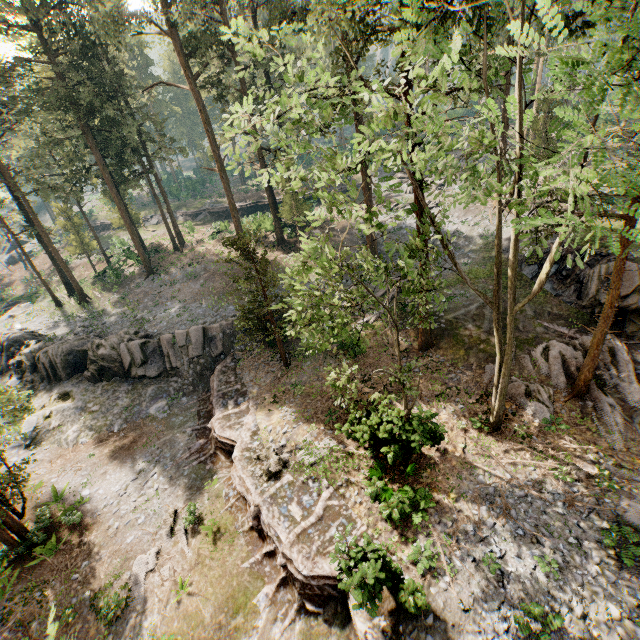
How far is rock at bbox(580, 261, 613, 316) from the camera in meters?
17.8

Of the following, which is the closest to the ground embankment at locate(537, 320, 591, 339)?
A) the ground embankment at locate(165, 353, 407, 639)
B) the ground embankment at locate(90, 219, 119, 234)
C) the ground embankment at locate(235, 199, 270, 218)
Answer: the ground embankment at locate(165, 353, 407, 639)

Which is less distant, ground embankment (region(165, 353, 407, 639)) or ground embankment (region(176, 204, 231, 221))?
ground embankment (region(165, 353, 407, 639))

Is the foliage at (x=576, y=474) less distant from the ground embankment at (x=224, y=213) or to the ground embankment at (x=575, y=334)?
the ground embankment at (x=575, y=334)

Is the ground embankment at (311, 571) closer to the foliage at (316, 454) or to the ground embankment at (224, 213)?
the foliage at (316, 454)

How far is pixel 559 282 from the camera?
20.9 meters

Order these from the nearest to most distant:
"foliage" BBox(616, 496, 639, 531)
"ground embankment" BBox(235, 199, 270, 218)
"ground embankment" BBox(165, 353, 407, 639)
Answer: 1. "ground embankment" BBox(165, 353, 407, 639)
2. "foliage" BBox(616, 496, 639, 531)
3. "ground embankment" BBox(235, 199, 270, 218)

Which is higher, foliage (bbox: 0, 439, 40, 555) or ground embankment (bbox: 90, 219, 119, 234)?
ground embankment (bbox: 90, 219, 119, 234)
